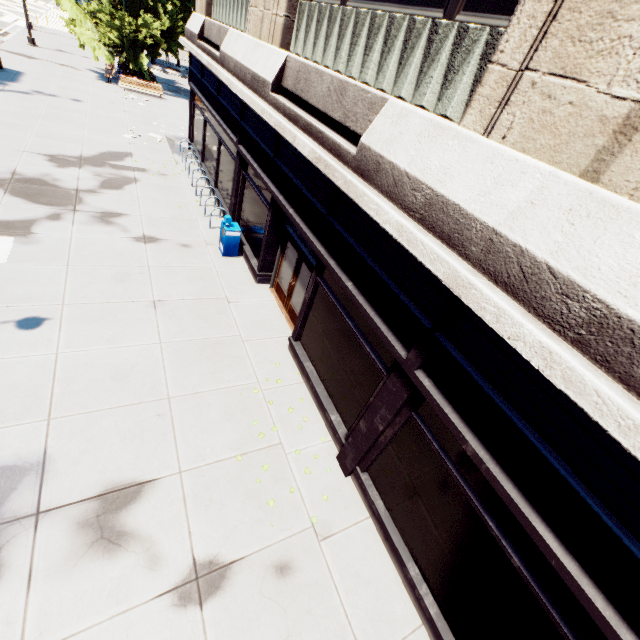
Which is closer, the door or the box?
the door

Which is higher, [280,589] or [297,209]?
[297,209]

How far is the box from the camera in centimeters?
1095cm

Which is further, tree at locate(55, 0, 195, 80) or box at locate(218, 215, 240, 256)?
tree at locate(55, 0, 195, 80)

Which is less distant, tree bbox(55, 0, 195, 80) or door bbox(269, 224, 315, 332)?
door bbox(269, 224, 315, 332)

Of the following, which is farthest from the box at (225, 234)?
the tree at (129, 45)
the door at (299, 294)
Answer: the tree at (129, 45)

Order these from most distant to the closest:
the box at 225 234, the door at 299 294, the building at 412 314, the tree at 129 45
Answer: the tree at 129 45 → the box at 225 234 → the door at 299 294 → the building at 412 314

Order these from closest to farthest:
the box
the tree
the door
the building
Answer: the building < the door < the box < the tree
